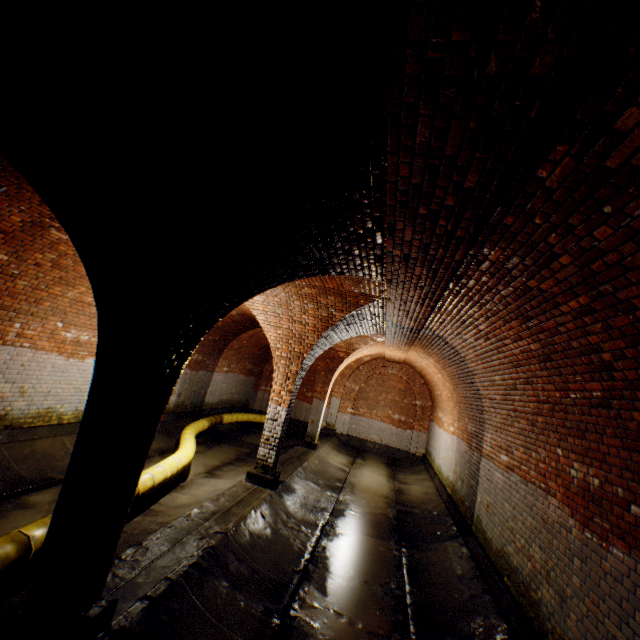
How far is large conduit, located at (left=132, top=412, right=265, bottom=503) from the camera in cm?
576

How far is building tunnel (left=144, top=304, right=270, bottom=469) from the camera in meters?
10.6 m

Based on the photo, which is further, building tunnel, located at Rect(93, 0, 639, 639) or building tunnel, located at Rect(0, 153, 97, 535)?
building tunnel, located at Rect(0, 153, 97, 535)

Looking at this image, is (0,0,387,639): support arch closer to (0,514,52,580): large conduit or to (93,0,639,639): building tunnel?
(93,0,639,639): building tunnel

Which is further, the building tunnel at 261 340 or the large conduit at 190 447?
the building tunnel at 261 340

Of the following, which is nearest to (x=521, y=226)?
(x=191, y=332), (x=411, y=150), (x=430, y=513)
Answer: (x=411, y=150)

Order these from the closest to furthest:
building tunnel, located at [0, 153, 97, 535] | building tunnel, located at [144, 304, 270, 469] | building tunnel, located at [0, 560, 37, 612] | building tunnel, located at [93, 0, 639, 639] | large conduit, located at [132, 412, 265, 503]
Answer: building tunnel, located at [93, 0, 639, 639] < building tunnel, located at [0, 560, 37, 612] < building tunnel, located at [0, 153, 97, 535] < large conduit, located at [132, 412, 265, 503] < building tunnel, located at [144, 304, 270, 469]

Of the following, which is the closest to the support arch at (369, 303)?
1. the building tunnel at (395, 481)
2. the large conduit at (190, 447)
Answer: the building tunnel at (395, 481)
